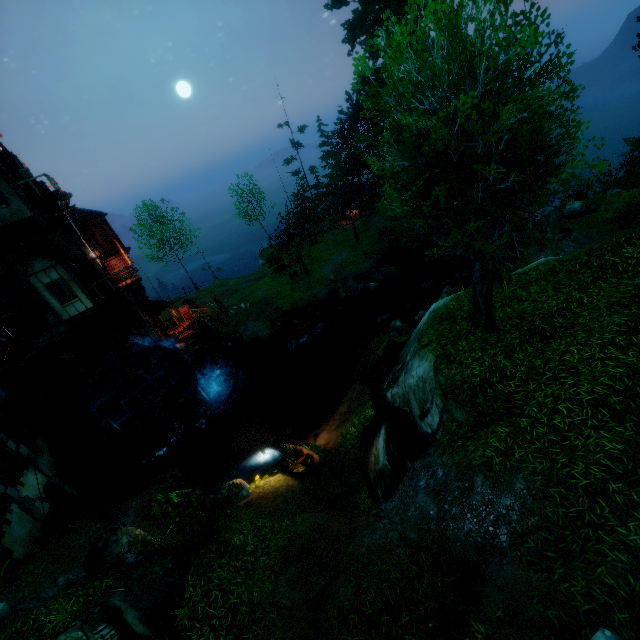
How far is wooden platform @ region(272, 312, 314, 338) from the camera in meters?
26.3

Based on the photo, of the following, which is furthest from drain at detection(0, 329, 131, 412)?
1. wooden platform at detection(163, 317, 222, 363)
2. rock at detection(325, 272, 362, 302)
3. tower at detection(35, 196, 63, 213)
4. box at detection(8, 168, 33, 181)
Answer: rock at detection(325, 272, 362, 302)

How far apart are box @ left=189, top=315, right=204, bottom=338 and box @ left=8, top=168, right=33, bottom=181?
12.3 meters

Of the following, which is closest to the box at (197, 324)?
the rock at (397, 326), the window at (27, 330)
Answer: the window at (27, 330)

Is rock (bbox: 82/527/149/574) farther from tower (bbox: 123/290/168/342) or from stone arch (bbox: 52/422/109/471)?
tower (bbox: 123/290/168/342)

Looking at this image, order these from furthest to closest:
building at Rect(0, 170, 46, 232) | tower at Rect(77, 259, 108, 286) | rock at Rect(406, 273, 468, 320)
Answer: tower at Rect(77, 259, 108, 286)
rock at Rect(406, 273, 468, 320)
building at Rect(0, 170, 46, 232)

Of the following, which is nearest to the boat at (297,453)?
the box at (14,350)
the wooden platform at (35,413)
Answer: the wooden platform at (35,413)

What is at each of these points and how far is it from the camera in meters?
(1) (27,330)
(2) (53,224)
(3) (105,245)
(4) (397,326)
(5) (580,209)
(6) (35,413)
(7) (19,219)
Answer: (1) window, 19.4 m
(2) tower, 19.1 m
(3) door, 24.0 m
(4) rock, 21.8 m
(5) rock, 23.3 m
(6) wooden platform, 20.0 m
(7) building, 17.2 m
